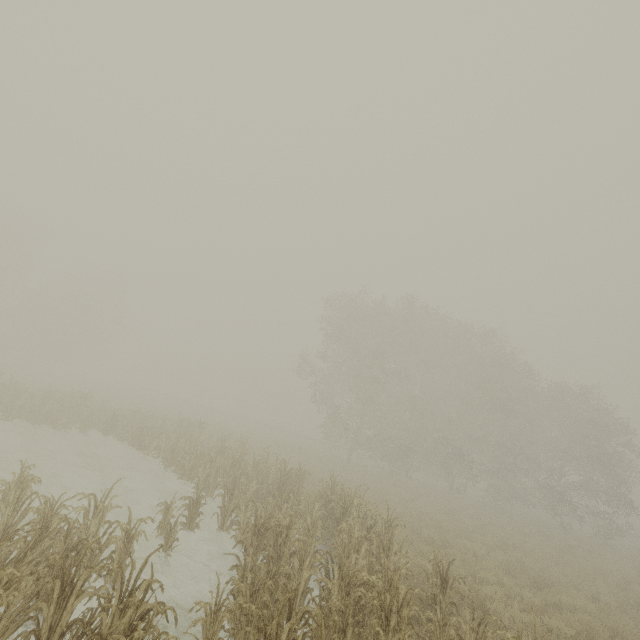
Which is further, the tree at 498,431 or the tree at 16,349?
the tree at 16,349

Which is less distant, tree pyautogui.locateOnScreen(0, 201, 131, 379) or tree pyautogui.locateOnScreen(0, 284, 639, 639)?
tree pyautogui.locateOnScreen(0, 284, 639, 639)

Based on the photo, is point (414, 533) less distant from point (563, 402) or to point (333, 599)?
point (333, 599)
